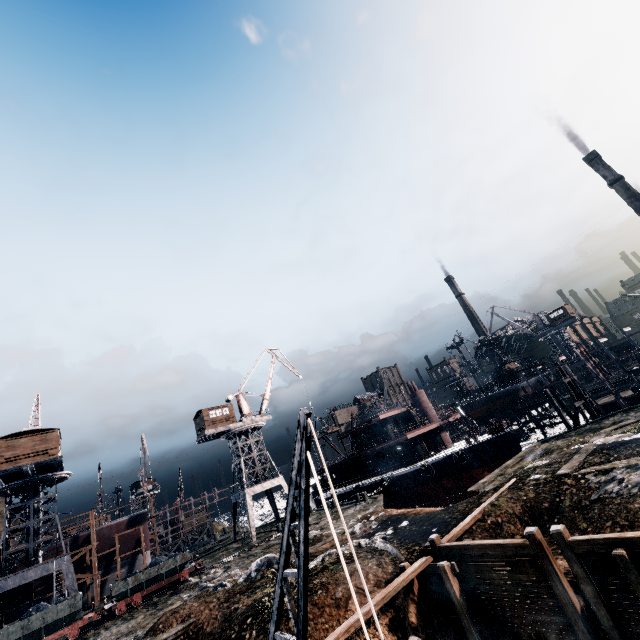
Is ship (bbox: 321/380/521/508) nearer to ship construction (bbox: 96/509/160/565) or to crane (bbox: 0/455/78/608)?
ship construction (bbox: 96/509/160/565)

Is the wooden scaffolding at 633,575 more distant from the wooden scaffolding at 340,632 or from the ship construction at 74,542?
the ship construction at 74,542

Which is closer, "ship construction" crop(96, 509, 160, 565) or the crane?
the crane

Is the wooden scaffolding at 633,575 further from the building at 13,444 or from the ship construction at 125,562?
the ship construction at 125,562

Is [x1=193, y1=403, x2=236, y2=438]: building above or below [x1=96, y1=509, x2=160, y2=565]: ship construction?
above

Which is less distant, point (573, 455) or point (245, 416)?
point (573, 455)

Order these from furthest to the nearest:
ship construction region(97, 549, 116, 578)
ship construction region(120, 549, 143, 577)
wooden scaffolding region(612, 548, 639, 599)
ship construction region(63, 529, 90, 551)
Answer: ship construction region(120, 549, 143, 577) < ship construction region(97, 549, 116, 578) < ship construction region(63, 529, 90, 551) < wooden scaffolding region(612, 548, 639, 599)

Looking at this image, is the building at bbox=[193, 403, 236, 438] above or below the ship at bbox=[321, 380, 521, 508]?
above
